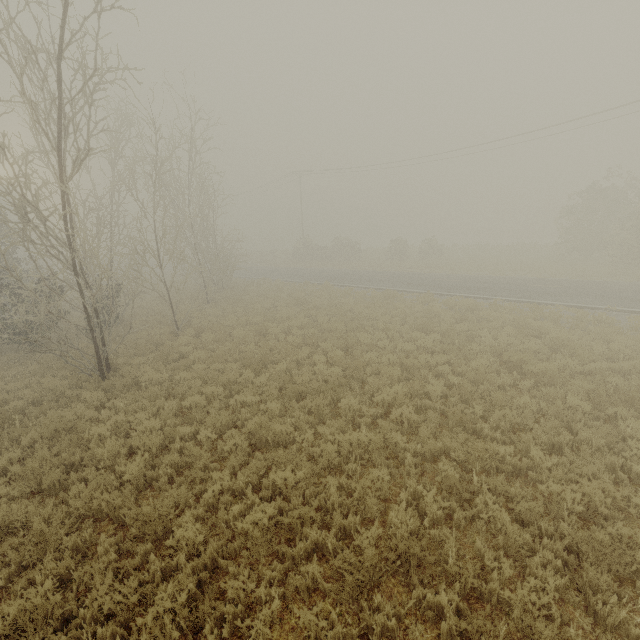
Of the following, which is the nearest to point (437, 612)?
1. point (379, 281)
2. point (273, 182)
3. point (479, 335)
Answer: point (479, 335)
